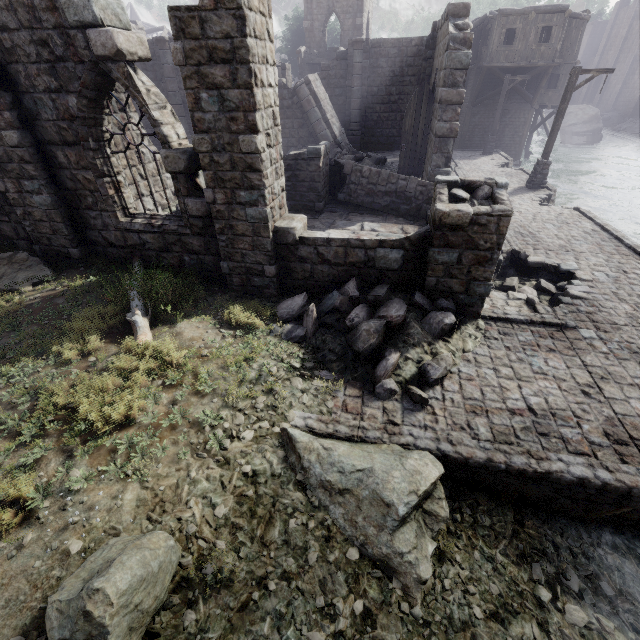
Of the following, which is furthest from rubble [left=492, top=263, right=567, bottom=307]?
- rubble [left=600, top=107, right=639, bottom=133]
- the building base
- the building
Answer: rubble [left=600, top=107, right=639, bottom=133]

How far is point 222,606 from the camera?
3.1m

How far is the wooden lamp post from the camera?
13.5m

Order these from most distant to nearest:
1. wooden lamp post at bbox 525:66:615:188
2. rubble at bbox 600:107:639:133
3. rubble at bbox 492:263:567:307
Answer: rubble at bbox 600:107:639:133, wooden lamp post at bbox 525:66:615:188, rubble at bbox 492:263:567:307

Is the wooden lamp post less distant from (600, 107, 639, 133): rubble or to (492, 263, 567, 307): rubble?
(492, 263, 567, 307): rubble

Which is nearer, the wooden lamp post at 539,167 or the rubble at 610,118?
the wooden lamp post at 539,167

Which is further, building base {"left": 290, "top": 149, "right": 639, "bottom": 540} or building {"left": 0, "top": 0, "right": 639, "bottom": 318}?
building {"left": 0, "top": 0, "right": 639, "bottom": 318}

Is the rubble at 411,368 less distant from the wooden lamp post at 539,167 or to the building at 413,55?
the building at 413,55
